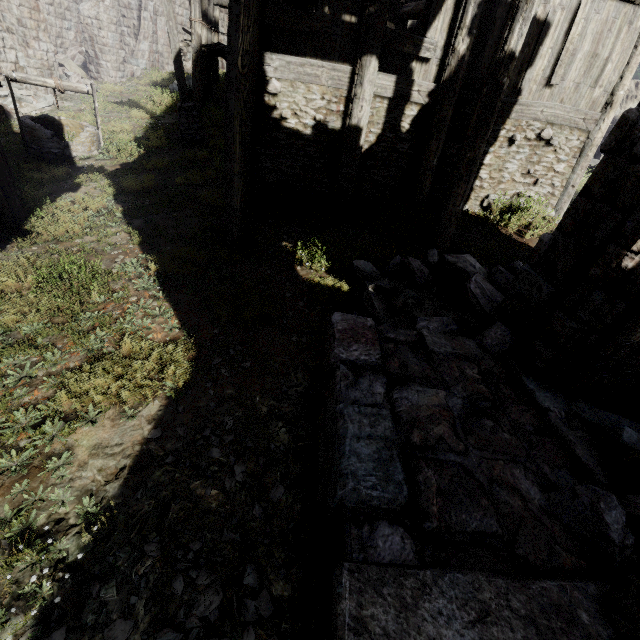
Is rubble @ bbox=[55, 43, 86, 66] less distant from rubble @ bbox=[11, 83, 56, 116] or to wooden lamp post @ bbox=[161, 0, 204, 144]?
rubble @ bbox=[11, 83, 56, 116]

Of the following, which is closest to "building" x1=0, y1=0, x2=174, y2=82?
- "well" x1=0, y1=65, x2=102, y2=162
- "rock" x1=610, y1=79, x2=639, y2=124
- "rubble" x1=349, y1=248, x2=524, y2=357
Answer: "rubble" x1=349, y1=248, x2=524, y2=357

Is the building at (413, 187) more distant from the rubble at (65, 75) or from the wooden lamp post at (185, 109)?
the wooden lamp post at (185, 109)

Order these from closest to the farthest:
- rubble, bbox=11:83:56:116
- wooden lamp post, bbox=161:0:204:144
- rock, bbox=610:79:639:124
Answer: wooden lamp post, bbox=161:0:204:144 < rubble, bbox=11:83:56:116 < rock, bbox=610:79:639:124

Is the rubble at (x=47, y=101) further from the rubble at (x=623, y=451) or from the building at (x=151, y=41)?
the rubble at (x=623, y=451)

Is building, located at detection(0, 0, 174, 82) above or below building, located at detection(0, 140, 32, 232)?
above

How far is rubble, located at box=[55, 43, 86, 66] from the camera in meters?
20.0 m

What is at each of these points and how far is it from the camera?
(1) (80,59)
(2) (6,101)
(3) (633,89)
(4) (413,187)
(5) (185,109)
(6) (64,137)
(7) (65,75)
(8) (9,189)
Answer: (1) rubble, 20.4m
(2) rubble, 12.6m
(3) rock, 23.4m
(4) building, 8.7m
(5) wooden lamp post, 11.4m
(6) well, 10.4m
(7) rubble, 16.5m
(8) building, 6.3m
